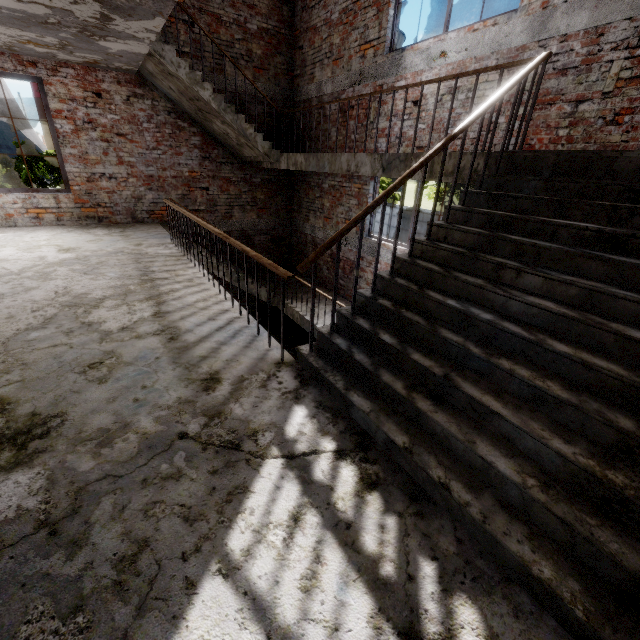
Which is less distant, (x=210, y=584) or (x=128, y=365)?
(x=210, y=584)

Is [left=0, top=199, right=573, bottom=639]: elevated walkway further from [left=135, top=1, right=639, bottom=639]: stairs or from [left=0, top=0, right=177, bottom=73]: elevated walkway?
[left=0, top=0, right=177, bottom=73]: elevated walkway

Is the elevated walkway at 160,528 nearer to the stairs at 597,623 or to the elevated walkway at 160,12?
the stairs at 597,623

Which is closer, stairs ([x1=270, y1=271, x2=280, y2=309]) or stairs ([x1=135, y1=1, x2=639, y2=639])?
stairs ([x1=135, y1=1, x2=639, y2=639])

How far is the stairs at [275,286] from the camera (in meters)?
8.54

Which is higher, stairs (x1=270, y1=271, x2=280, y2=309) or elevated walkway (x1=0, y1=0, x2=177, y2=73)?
elevated walkway (x1=0, y1=0, x2=177, y2=73)

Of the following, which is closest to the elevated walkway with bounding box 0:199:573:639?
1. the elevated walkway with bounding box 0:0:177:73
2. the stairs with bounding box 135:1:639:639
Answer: the stairs with bounding box 135:1:639:639
